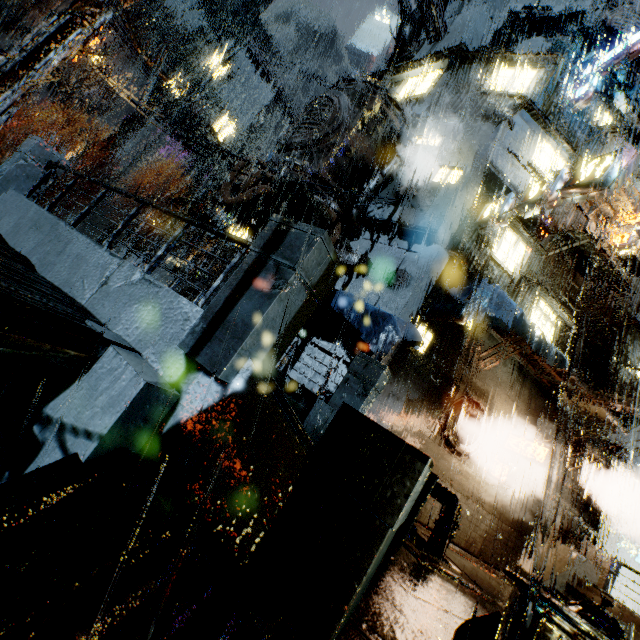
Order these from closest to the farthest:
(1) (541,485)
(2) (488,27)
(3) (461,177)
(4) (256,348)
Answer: (4) (256,348), (3) (461,177), (1) (541,485), (2) (488,27)

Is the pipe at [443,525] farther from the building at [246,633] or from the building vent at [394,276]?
the building vent at [394,276]

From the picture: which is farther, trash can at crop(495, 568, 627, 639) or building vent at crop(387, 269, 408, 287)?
building vent at crop(387, 269, 408, 287)

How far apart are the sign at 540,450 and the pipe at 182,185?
55.89m

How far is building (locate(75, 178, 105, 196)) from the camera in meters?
43.6 m

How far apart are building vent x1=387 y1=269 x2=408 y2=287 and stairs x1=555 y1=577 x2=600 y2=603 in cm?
1198

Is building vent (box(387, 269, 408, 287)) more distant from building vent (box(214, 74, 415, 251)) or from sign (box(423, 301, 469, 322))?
building vent (box(214, 74, 415, 251))
